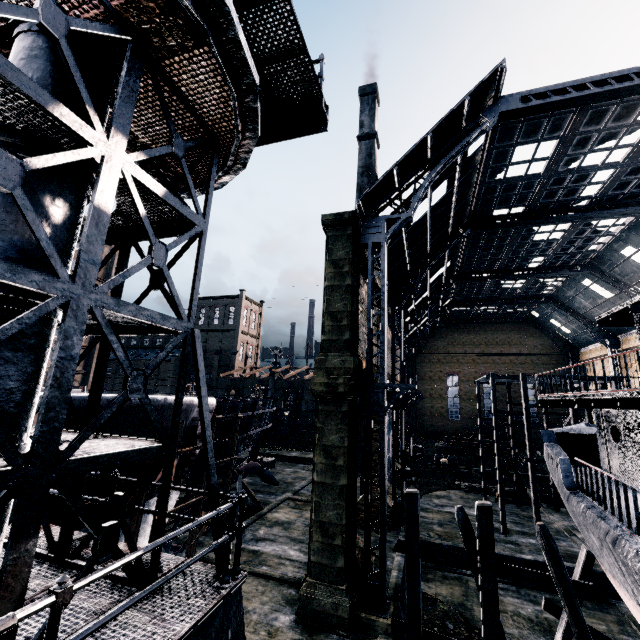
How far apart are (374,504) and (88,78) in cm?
2619

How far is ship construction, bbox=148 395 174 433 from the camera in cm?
1348

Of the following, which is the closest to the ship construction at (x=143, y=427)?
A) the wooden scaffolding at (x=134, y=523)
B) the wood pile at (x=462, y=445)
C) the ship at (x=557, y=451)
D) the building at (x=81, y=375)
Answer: the wooden scaffolding at (x=134, y=523)

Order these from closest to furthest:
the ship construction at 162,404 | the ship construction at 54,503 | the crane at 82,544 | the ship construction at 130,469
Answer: the crane at 82,544 < the ship construction at 54,503 < the ship construction at 130,469 < the ship construction at 162,404

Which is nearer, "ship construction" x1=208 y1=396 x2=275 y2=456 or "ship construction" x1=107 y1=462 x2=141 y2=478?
"ship construction" x1=107 y1=462 x2=141 y2=478

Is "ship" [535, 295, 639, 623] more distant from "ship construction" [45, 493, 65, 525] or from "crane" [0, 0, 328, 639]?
"ship construction" [45, 493, 65, 525]
